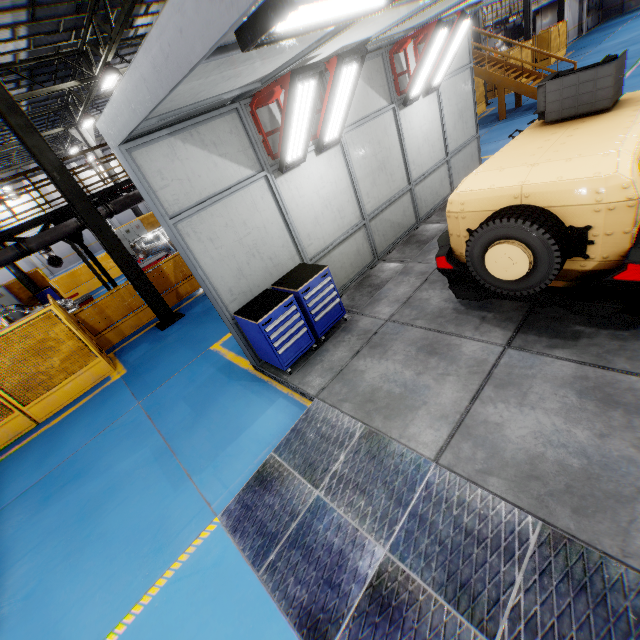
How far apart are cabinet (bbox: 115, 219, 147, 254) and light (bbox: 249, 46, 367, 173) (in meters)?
19.01

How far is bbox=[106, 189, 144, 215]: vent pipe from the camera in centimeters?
1223cm

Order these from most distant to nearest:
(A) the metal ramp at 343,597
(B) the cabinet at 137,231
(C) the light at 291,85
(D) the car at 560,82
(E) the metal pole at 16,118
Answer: (B) the cabinet at 137,231 < (E) the metal pole at 16,118 < (C) the light at 291,85 < (D) the car at 560,82 < (A) the metal ramp at 343,597

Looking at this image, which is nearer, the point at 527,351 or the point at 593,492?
the point at 593,492

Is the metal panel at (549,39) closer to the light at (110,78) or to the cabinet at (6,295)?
the cabinet at (6,295)

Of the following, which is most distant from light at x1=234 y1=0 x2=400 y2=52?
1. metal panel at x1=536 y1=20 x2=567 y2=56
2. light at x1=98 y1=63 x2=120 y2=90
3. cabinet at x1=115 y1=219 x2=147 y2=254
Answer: cabinet at x1=115 y1=219 x2=147 y2=254

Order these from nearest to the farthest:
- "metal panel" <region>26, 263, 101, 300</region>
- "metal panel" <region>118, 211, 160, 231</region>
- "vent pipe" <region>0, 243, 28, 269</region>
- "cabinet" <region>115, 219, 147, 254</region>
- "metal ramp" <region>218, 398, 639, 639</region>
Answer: "metal ramp" <region>218, 398, 639, 639</region>, "vent pipe" <region>0, 243, 28, 269</region>, "metal panel" <region>26, 263, 101, 300</region>, "cabinet" <region>115, 219, 147, 254</region>, "metal panel" <region>118, 211, 160, 231</region>

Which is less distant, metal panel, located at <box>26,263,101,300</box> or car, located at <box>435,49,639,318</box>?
car, located at <box>435,49,639,318</box>
